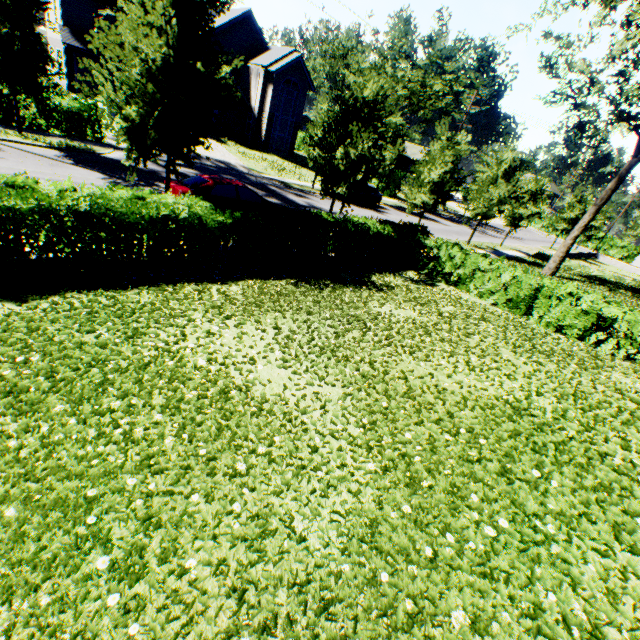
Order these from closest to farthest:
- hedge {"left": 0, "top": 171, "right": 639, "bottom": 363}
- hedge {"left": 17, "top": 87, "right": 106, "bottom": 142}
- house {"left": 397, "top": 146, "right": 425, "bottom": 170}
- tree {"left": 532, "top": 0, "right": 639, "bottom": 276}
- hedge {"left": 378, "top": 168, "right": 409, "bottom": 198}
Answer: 1. hedge {"left": 0, "top": 171, "right": 639, "bottom": 363}
2. tree {"left": 532, "top": 0, "right": 639, "bottom": 276}
3. hedge {"left": 17, "top": 87, "right": 106, "bottom": 142}
4. hedge {"left": 378, "top": 168, "right": 409, "bottom": 198}
5. house {"left": 397, "top": 146, "right": 425, "bottom": 170}

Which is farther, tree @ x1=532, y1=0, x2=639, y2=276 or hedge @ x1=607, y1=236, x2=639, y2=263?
hedge @ x1=607, y1=236, x2=639, y2=263

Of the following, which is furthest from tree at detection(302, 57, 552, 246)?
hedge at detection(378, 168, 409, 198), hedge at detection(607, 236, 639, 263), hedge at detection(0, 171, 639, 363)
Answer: hedge at detection(607, 236, 639, 263)

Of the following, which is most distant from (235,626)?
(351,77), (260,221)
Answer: (351,77)

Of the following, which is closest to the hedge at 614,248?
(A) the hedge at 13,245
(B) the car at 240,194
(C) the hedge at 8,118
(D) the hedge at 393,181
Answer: (D) the hedge at 393,181

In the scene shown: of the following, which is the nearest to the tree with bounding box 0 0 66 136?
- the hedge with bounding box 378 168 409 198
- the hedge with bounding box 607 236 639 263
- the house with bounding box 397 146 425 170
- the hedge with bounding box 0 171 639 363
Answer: the hedge with bounding box 378 168 409 198

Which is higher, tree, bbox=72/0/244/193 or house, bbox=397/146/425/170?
house, bbox=397/146/425/170

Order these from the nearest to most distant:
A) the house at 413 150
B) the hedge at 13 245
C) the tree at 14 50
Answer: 1. the hedge at 13 245
2. the tree at 14 50
3. the house at 413 150
